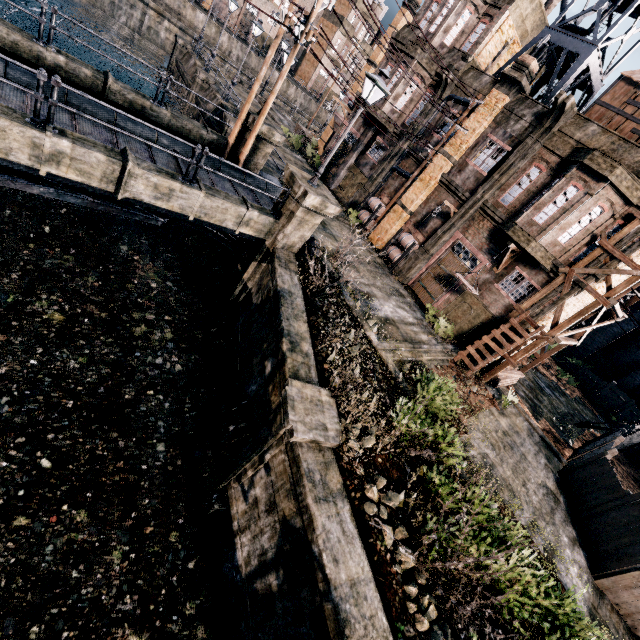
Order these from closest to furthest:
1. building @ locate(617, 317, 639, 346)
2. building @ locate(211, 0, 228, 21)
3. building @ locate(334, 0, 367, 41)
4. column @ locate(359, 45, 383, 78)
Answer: column @ locate(359, 45, 383, 78)
building @ locate(617, 317, 639, 346)
building @ locate(211, 0, 228, 21)
building @ locate(334, 0, 367, 41)

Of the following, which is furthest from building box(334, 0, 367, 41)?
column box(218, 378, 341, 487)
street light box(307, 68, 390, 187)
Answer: column box(218, 378, 341, 487)

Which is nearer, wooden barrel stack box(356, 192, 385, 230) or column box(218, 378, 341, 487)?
column box(218, 378, 341, 487)

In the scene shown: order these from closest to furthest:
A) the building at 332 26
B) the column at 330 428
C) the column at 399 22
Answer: the column at 330 428 < the column at 399 22 < the building at 332 26

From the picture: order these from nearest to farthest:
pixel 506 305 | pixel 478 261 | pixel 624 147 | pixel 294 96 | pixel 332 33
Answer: pixel 624 147, pixel 506 305, pixel 478 261, pixel 294 96, pixel 332 33

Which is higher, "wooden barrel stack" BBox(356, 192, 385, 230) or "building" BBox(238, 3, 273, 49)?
"building" BBox(238, 3, 273, 49)

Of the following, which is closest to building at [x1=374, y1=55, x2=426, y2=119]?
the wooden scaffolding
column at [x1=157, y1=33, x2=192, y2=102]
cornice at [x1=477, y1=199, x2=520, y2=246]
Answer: cornice at [x1=477, y1=199, x2=520, y2=246]

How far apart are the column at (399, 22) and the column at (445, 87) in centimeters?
1133cm
